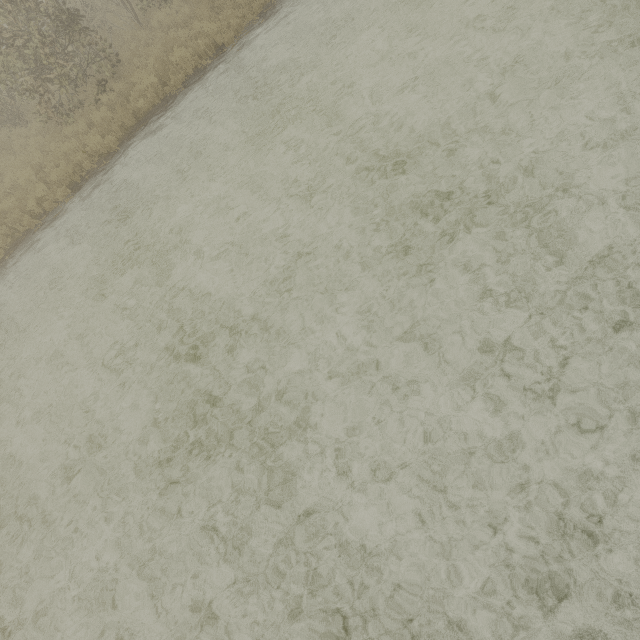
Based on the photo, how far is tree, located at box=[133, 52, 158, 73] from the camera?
10.1 meters

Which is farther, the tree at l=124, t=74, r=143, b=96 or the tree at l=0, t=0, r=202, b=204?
the tree at l=124, t=74, r=143, b=96

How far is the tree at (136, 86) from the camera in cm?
1023

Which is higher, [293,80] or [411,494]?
[293,80]

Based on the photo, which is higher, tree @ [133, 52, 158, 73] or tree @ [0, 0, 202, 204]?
tree @ [133, 52, 158, 73]

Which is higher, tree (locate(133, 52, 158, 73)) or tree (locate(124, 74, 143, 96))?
tree (locate(133, 52, 158, 73))
